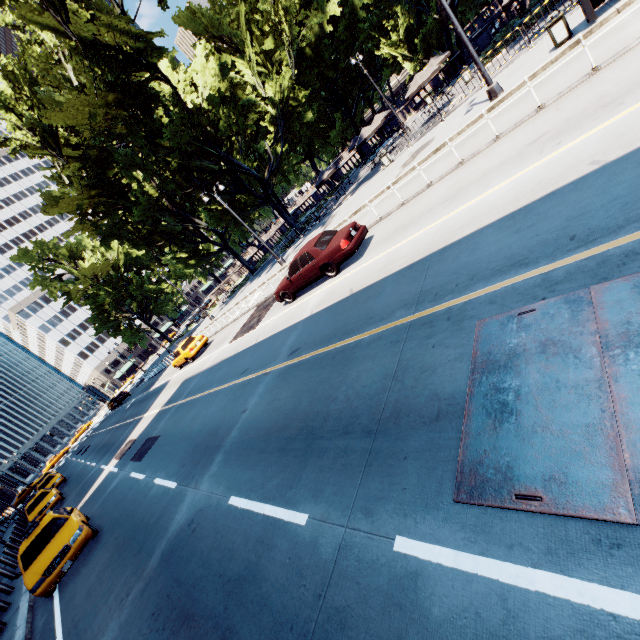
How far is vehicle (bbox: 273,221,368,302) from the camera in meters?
11.4 m

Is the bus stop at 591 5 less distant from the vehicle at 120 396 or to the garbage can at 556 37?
the garbage can at 556 37

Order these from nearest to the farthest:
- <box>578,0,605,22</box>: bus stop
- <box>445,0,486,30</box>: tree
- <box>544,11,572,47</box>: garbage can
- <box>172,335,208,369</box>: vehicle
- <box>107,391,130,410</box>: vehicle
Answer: <box>578,0,605,22</box>: bus stop
<box>544,11,572,47</box>: garbage can
<box>172,335,208,369</box>: vehicle
<box>445,0,486,30</box>: tree
<box>107,391,130,410</box>: vehicle

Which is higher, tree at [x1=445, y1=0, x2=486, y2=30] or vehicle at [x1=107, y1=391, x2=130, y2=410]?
tree at [x1=445, y1=0, x2=486, y2=30]

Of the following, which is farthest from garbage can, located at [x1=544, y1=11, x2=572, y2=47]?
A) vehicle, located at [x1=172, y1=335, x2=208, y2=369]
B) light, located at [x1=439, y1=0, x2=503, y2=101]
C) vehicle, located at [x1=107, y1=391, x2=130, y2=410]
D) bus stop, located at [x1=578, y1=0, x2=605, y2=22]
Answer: vehicle, located at [x1=107, y1=391, x2=130, y2=410]

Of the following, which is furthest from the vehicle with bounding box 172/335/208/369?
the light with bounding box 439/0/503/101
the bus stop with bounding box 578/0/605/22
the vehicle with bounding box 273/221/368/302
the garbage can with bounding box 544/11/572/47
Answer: the bus stop with bounding box 578/0/605/22

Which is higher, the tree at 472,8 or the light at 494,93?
the tree at 472,8

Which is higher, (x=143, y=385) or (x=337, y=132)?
(x=337, y=132)
